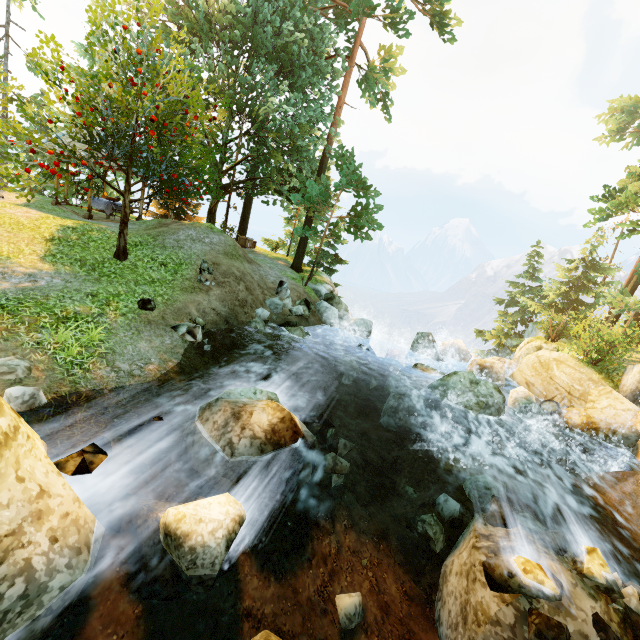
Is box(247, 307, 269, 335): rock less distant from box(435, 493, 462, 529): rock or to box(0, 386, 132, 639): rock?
box(0, 386, 132, 639): rock

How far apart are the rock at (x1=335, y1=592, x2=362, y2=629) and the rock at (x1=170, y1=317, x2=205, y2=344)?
7.0m

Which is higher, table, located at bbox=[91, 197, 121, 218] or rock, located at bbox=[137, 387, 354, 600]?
table, located at bbox=[91, 197, 121, 218]

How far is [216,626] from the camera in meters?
4.2

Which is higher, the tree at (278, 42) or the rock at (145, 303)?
the tree at (278, 42)

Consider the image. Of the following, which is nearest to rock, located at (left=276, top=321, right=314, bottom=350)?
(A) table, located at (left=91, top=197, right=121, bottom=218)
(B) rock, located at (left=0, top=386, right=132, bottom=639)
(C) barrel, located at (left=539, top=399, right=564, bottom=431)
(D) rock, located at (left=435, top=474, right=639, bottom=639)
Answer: (D) rock, located at (left=435, top=474, right=639, bottom=639)

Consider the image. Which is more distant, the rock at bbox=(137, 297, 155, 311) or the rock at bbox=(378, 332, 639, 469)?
the rock at bbox=(378, 332, 639, 469)

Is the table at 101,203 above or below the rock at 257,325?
above
